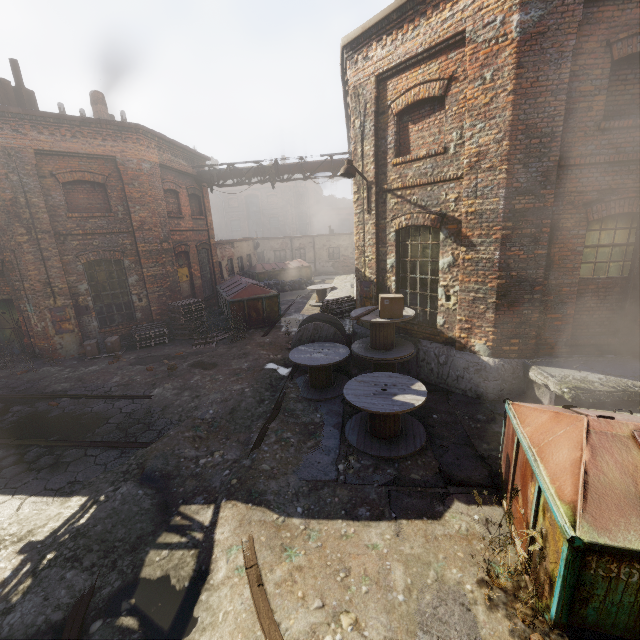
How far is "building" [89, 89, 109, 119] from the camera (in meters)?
14.37

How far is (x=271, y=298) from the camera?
14.0m

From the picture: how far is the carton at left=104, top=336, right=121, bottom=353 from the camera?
11.4m

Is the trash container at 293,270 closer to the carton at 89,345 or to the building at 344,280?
the building at 344,280

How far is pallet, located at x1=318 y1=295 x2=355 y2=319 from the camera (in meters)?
11.06

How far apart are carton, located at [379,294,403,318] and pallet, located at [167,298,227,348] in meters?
8.4

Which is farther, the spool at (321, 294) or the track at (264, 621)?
the spool at (321, 294)

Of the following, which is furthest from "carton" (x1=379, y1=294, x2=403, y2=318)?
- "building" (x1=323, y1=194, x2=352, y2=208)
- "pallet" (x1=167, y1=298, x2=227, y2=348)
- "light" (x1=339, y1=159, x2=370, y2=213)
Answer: "building" (x1=323, y1=194, x2=352, y2=208)
